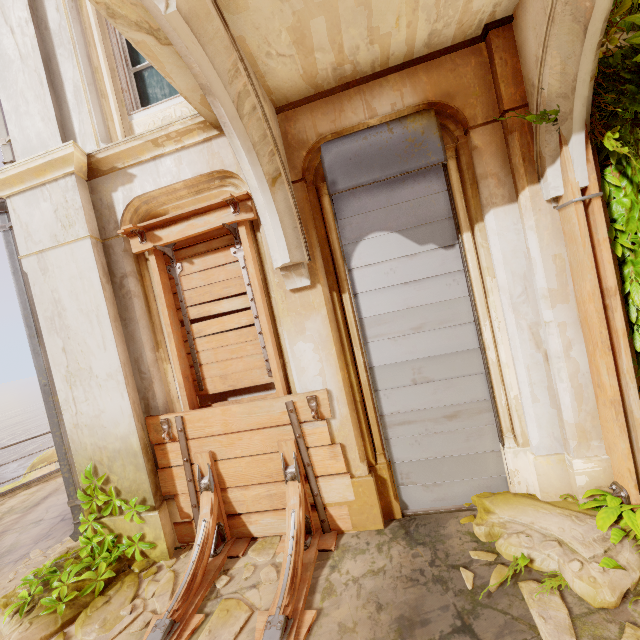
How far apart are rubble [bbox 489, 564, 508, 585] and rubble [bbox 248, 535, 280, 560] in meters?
1.8

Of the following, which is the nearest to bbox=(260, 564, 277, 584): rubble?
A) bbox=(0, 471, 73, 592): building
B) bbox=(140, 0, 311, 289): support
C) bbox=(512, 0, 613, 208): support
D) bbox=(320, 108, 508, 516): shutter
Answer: bbox=(0, 471, 73, 592): building

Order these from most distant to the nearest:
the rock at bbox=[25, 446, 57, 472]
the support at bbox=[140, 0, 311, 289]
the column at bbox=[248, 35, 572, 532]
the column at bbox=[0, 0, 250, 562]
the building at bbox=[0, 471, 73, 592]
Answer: the rock at bbox=[25, 446, 57, 472] < the building at bbox=[0, 471, 73, 592] < the column at bbox=[0, 0, 250, 562] < the column at bbox=[248, 35, 572, 532] < the support at bbox=[140, 0, 311, 289]

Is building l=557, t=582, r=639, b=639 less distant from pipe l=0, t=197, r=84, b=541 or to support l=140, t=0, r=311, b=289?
pipe l=0, t=197, r=84, b=541

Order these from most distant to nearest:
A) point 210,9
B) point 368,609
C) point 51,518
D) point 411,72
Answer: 1. point 51,518
2. point 411,72
3. point 368,609
4. point 210,9

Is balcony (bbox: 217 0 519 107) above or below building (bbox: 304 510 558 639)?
above

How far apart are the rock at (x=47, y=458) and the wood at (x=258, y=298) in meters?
46.0

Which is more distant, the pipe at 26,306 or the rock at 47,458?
the rock at 47,458
